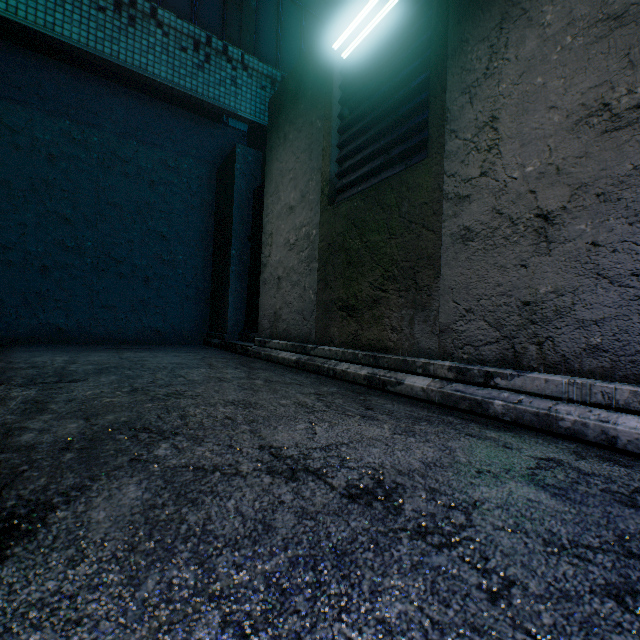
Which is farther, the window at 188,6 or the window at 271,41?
the window at 271,41

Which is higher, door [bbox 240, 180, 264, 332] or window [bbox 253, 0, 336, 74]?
window [bbox 253, 0, 336, 74]

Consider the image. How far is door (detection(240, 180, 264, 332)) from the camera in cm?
450

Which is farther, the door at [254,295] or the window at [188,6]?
the door at [254,295]

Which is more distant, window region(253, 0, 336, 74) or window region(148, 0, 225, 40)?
window region(253, 0, 336, 74)

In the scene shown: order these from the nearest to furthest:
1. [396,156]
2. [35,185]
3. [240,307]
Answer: [396,156] < [35,185] < [240,307]

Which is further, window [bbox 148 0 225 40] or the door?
the door
